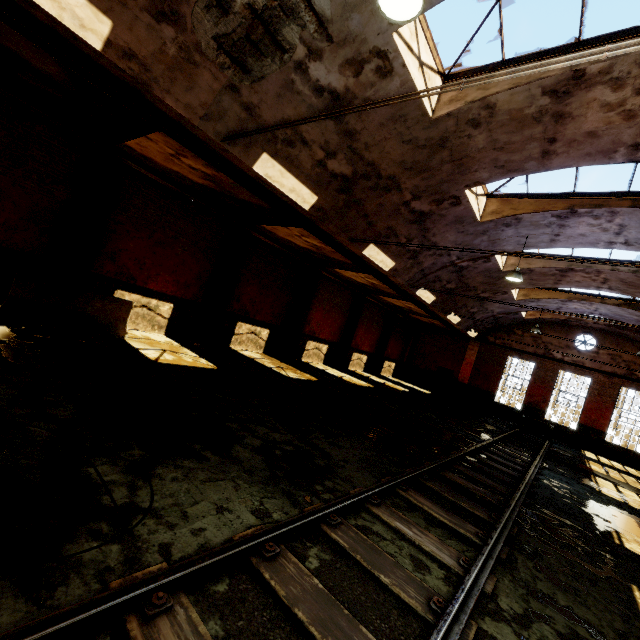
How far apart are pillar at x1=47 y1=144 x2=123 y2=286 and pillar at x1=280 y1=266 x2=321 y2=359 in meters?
9.2 m

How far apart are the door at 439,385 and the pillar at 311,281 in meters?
14.9

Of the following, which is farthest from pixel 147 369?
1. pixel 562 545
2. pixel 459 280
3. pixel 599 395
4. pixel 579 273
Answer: pixel 599 395

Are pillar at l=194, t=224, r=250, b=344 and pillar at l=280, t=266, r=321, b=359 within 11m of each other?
yes

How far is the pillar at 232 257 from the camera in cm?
1282

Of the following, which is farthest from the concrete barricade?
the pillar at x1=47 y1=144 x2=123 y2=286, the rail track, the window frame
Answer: the window frame

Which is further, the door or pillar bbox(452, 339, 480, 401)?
the door

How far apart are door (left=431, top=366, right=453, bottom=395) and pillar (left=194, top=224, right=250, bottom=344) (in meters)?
19.88
